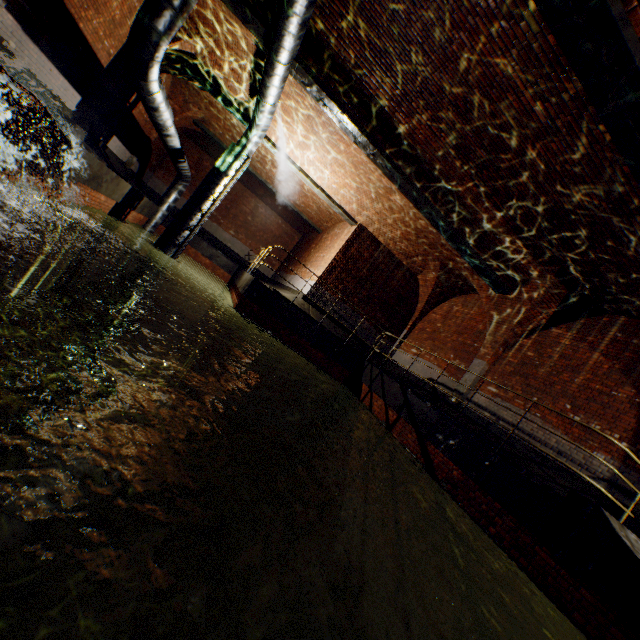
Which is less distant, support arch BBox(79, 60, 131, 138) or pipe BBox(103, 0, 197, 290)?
pipe BBox(103, 0, 197, 290)

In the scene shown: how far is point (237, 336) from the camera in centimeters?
1042cm

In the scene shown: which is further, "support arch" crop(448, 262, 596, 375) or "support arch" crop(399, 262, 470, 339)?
"support arch" crop(399, 262, 470, 339)

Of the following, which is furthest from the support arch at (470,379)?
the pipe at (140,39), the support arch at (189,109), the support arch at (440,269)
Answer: the support arch at (189,109)

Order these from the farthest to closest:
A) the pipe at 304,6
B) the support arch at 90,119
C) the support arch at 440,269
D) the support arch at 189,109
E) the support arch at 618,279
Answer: the support arch at 440,269 → the support arch at 90,119 → the support arch at 189,109 → the support arch at 618,279 → the pipe at 304,6

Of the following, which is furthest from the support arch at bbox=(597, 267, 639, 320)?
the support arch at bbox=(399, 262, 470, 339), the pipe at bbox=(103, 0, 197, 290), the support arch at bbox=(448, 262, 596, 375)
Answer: the support arch at bbox=(399, 262, 470, 339)

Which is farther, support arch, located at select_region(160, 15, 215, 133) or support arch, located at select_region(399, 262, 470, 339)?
support arch, located at select_region(399, 262, 470, 339)

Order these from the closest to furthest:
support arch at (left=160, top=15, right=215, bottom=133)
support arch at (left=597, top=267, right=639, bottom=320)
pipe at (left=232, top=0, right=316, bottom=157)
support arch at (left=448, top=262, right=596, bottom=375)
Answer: pipe at (left=232, top=0, right=316, bottom=157)
support arch at (left=597, top=267, right=639, bottom=320)
support arch at (left=448, top=262, right=596, bottom=375)
support arch at (left=160, top=15, right=215, bottom=133)
